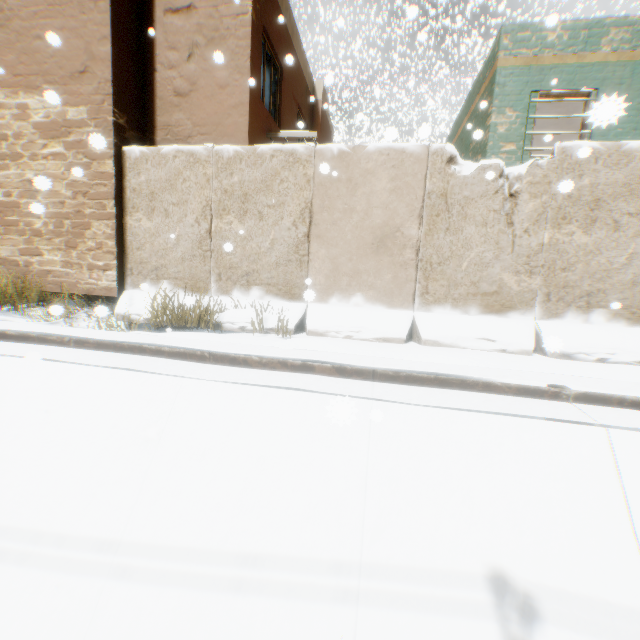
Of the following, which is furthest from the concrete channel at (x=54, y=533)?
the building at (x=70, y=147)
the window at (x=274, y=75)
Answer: the window at (x=274, y=75)

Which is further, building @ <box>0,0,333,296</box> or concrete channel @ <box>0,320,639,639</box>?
building @ <box>0,0,333,296</box>

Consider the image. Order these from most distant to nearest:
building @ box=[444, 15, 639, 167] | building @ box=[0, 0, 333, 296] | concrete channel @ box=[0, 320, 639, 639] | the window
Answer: the window, building @ box=[444, 15, 639, 167], building @ box=[0, 0, 333, 296], concrete channel @ box=[0, 320, 639, 639]

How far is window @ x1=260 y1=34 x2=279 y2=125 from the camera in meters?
7.5

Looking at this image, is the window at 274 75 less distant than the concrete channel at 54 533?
No

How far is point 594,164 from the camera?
5.1 meters

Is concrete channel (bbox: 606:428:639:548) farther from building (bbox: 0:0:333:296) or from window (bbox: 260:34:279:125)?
window (bbox: 260:34:279:125)

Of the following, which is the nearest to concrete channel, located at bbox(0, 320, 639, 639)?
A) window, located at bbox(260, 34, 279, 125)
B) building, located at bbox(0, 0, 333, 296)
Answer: building, located at bbox(0, 0, 333, 296)
